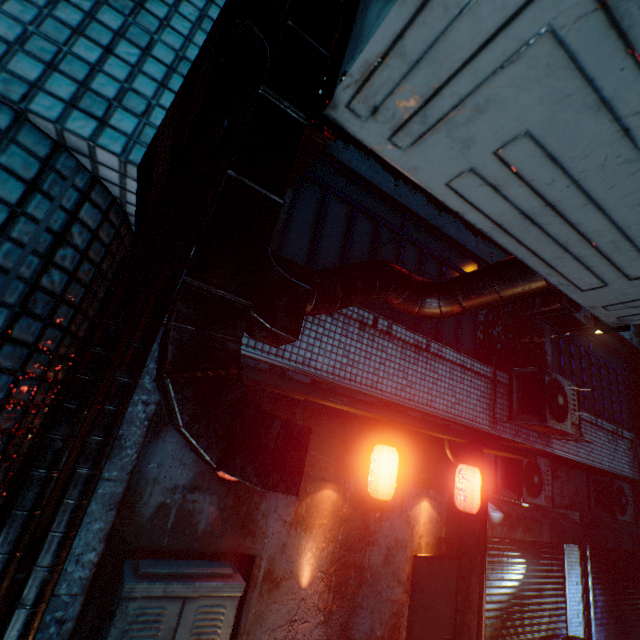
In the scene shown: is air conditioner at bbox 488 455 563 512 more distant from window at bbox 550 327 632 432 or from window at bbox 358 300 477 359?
window at bbox 358 300 477 359

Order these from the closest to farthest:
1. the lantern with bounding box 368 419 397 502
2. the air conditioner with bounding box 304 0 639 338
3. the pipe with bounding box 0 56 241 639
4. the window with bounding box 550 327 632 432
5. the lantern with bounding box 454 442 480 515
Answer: the air conditioner with bounding box 304 0 639 338 < the pipe with bounding box 0 56 241 639 < the lantern with bounding box 368 419 397 502 < the lantern with bounding box 454 442 480 515 < the window with bounding box 550 327 632 432

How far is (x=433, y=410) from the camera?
3.75m

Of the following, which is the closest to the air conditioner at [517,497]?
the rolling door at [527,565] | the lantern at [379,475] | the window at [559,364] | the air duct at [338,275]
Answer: the rolling door at [527,565]

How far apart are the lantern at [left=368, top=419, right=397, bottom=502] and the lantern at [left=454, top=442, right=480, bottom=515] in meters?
1.0 m

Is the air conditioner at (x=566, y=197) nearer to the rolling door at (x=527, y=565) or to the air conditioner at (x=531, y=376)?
the air conditioner at (x=531, y=376)

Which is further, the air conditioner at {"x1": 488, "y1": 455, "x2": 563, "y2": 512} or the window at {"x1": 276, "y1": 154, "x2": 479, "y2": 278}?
the air conditioner at {"x1": 488, "y1": 455, "x2": 563, "y2": 512}

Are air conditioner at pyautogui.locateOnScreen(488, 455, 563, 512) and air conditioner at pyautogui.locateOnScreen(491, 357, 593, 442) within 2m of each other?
yes
